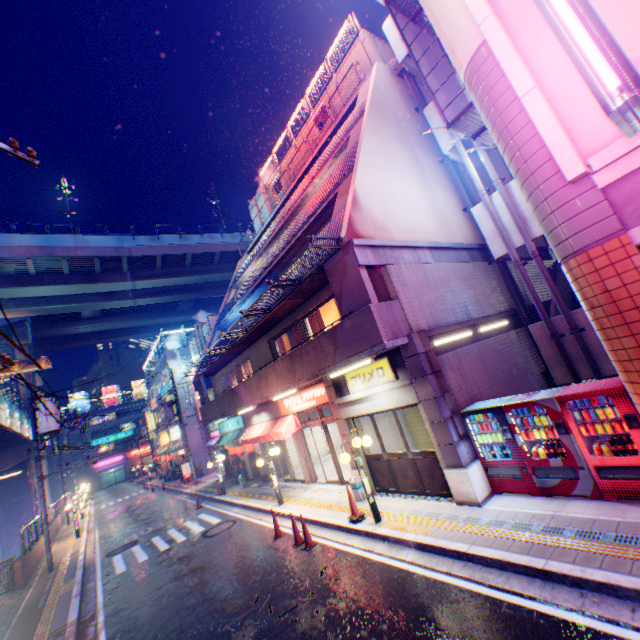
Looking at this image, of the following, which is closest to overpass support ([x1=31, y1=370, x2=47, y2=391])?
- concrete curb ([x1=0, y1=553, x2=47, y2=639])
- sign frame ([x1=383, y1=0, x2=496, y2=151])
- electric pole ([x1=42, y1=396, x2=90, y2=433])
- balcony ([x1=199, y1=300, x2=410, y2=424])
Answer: concrete curb ([x1=0, y1=553, x2=47, y2=639])

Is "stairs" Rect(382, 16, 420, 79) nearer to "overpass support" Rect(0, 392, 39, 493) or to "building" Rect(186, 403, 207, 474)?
"overpass support" Rect(0, 392, 39, 493)

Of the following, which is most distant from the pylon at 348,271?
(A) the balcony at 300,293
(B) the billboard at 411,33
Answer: (B) the billboard at 411,33

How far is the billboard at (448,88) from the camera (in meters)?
8.83

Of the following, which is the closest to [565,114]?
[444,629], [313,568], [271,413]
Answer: [444,629]

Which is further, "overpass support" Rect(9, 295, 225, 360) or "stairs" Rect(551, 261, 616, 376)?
"overpass support" Rect(9, 295, 225, 360)

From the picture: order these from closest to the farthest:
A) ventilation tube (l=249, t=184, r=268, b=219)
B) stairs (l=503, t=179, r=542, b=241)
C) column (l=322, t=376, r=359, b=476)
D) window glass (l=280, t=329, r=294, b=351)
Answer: stairs (l=503, t=179, r=542, b=241) < column (l=322, t=376, r=359, b=476) < window glass (l=280, t=329, r=294, b=351) < ventilation tube (l=249, t=184, r=268, b=219)

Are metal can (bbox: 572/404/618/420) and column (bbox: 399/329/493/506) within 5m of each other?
yes
